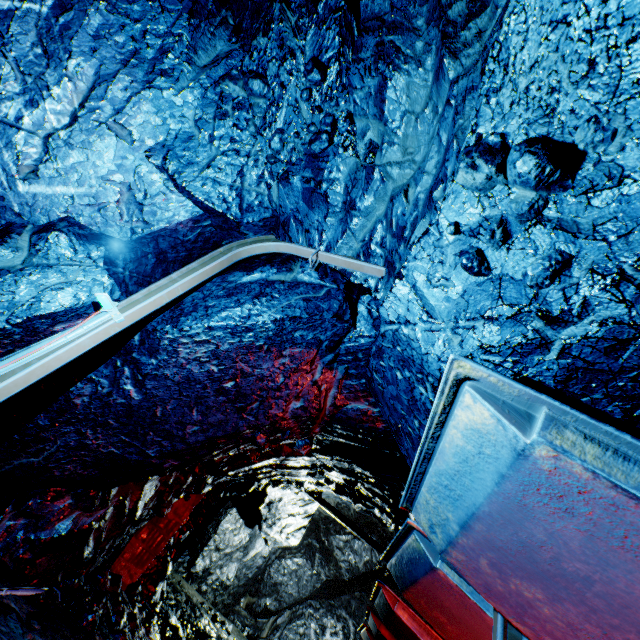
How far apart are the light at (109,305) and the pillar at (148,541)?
5.1 meters

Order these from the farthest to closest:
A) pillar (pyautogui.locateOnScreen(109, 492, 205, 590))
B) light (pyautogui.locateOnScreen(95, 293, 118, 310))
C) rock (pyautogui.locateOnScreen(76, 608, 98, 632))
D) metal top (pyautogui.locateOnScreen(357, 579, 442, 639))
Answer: pillar (pyautogui.locateOnScreen(109, 492, 205, 590)) < metal top (pyautogui.locateOnScreen(357, 579, 442, 639)) < rock (pyautogui.locateOnScreen(76, 608, 98, 632)) < light (pyautogui.locateOnScreen(95, 293, 118, 310))

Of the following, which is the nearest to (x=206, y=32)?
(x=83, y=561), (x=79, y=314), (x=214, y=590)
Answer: (x=79, y=314)

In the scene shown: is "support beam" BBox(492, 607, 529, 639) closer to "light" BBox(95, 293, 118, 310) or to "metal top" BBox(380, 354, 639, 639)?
"metal top" BBox(380, 354, 639, 639)

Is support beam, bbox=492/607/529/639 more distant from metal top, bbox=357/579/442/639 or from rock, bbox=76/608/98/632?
metal top, bbox=357/579/442/639

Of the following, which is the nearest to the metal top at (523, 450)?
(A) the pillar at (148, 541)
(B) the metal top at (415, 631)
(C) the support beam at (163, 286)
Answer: (C) the support beam at (163, 286)

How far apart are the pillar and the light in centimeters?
Answer: 506cm

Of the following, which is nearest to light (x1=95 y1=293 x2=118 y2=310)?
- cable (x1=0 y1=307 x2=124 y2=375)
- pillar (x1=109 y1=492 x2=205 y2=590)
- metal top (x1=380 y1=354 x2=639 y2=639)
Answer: cable (x1=0 y1=307 x2=124 y2=375)
